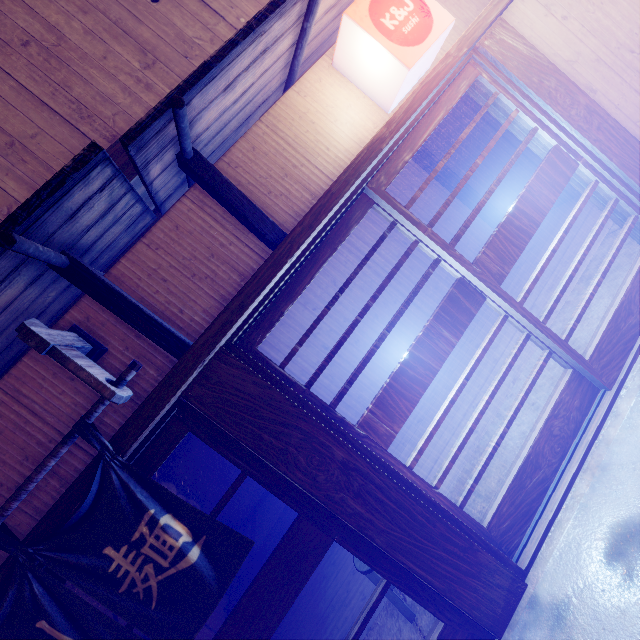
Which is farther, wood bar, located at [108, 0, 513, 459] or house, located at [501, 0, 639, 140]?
house, located at [501, 0, 639, 140]

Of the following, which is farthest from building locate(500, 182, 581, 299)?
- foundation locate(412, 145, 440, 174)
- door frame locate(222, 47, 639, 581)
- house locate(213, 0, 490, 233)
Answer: door frame locate(222, 47, 639, 581)

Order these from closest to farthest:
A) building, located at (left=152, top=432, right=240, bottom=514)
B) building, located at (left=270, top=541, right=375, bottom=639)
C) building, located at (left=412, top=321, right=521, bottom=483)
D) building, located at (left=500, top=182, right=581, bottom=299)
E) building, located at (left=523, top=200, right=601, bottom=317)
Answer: building, located at (left=270, top=541, right=375, bottom=639), building, located at (left=412, top=321, right=521, bottom=483), building, located at (left=523, top=200, right=601, bottom=317), building, located at (left=500, top=182, right=581, bottom=299), building, located at (left=152, top=432, right=240, bottom=514)

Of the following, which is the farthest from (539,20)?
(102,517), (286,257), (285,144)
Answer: (102,517)

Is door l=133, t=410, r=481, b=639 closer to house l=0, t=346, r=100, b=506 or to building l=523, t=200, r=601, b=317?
house l=0, t=346, r=100, b=506

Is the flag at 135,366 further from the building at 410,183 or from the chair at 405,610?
the building at 410,183

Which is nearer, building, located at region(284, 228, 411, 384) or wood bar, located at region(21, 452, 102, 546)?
wood bar, located at region(21, 452, 102, 546)

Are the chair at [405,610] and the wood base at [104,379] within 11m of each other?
yes
